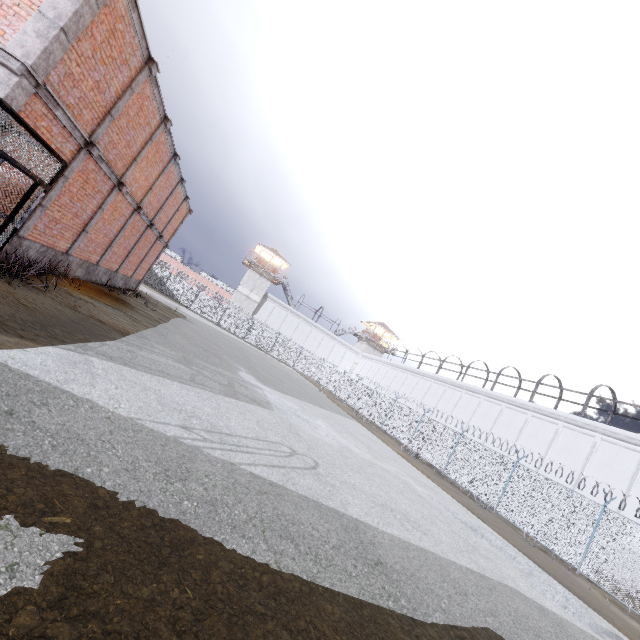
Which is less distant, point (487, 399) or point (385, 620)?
point (385, 620)

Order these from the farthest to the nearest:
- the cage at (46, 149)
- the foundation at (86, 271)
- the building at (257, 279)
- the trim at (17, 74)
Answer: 1. the building at (257, 279)
2. the foundation at (86, 271)
3. the trim at (17, 74)
4. the cage at (46, 149)

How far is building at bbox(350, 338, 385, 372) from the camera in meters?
57.1

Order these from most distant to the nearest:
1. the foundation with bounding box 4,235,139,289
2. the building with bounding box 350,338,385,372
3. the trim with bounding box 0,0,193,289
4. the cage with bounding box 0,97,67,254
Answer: the building with bounding box 350,338,385,372, the foundation with bounding box 4,235,139,289, the trim with bounding box 0,0,193,289, the cage with bounding box 0,97,67,254

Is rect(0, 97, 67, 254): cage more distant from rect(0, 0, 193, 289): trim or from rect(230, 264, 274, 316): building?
rect(230, 264, 274, 316): building

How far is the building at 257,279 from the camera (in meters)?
50.41

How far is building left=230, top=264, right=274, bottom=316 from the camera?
50.4 meters

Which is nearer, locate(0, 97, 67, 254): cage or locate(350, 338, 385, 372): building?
locate(0, 97, 67, 254): cage
